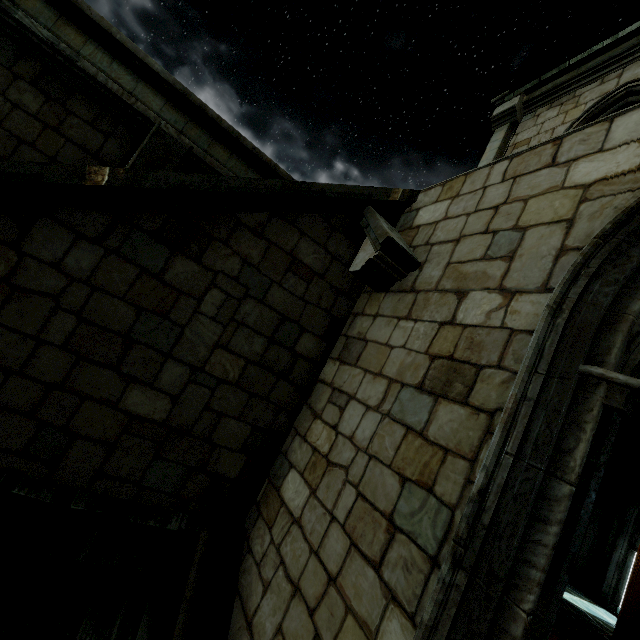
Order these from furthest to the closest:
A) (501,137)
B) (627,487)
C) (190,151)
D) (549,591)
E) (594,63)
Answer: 1. (627,487)
2. (501,137)
3. (594,63)
4. (190,151)
5. (549,591)
